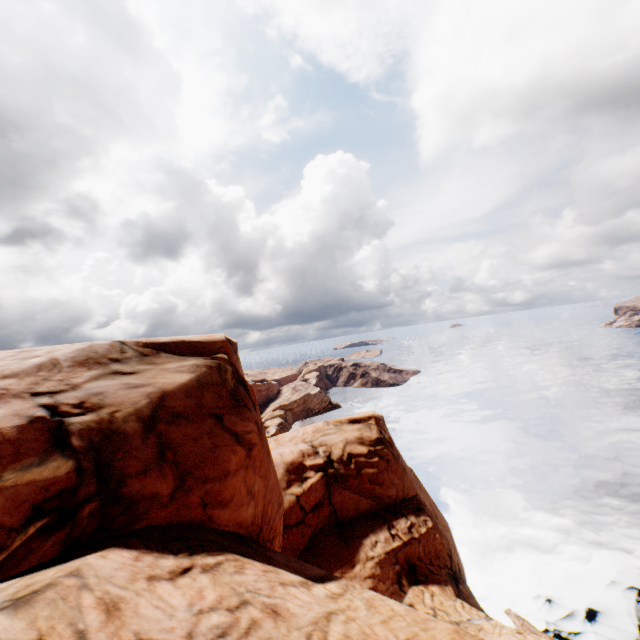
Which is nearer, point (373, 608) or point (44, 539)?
point (44, 539)
